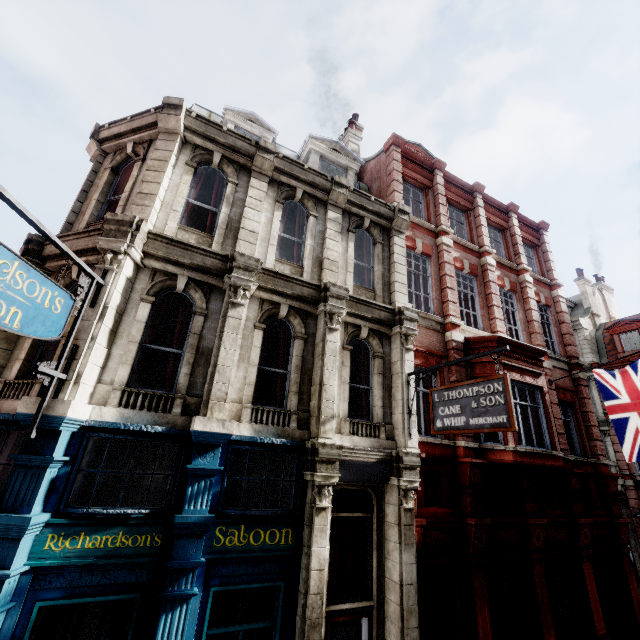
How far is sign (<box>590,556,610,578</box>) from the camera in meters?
10.8 m

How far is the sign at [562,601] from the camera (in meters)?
9.48

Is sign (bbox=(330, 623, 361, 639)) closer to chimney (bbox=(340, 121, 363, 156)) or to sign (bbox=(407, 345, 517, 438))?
sign (bbox=(407, 345, 517, 438))

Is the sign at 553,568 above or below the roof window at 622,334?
below

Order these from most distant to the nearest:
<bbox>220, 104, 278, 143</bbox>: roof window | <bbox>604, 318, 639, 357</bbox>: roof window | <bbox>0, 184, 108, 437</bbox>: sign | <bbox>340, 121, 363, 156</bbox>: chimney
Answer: <bbox>604, 318, 639, 357</bbox>: roof window
<bbox>340, 121, 363, 156</bbox>: chimney
<bbox>220, 104, 278, 143</bbox>: roof window
<bbox>0, 184, 108, 437</bbox>: sign

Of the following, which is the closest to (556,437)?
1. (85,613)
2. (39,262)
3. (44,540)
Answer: (85,613)

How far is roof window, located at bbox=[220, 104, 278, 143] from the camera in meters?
10.8

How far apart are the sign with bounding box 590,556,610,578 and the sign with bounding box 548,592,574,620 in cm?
147
